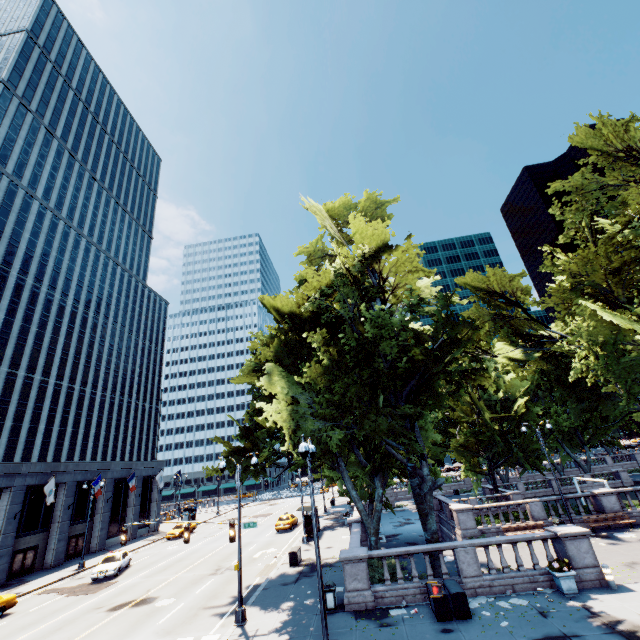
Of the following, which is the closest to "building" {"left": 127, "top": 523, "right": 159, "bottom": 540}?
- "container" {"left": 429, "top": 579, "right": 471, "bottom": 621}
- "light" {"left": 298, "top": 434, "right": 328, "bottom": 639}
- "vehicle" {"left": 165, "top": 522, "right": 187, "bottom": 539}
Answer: "vehicle" {"left": 165, "top": 522, "right": 187, "bottom": 539}

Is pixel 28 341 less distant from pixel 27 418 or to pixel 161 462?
pixel 27 418

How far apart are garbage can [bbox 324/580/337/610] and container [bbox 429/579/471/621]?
4.3 meters

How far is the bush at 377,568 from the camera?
16.9m

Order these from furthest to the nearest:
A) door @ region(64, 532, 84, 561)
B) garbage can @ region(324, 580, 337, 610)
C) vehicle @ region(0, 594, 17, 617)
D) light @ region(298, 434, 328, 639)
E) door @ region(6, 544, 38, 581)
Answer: door @ region(64, 532, 84, 561) < door @ region(6, 544, 38, 581) < vehicle @ region(0, 594, 17, 617) < garbage can @ region(324, 580, 337, 610) < light @ region(298, 434, 328, 639)

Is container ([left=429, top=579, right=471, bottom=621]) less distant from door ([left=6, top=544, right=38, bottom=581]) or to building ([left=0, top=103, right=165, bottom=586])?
building ([left=0, top=103, right=165, bottom=586])

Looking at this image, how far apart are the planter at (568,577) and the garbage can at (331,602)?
9.7 meters

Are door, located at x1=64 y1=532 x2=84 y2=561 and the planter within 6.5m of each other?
no
